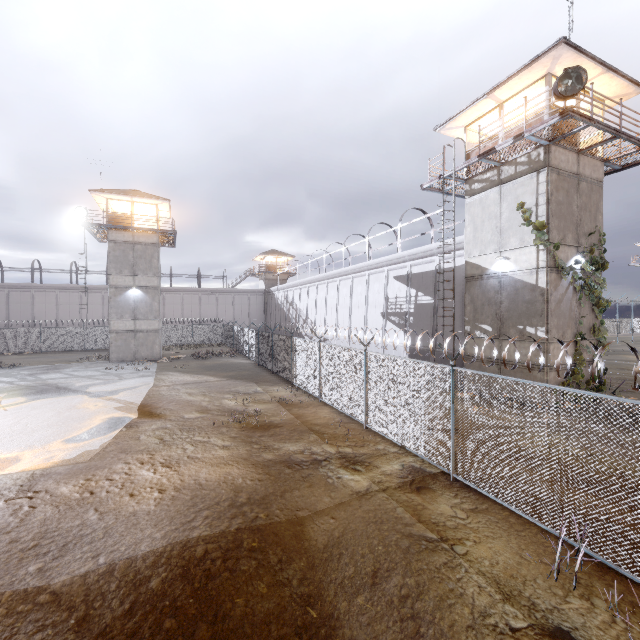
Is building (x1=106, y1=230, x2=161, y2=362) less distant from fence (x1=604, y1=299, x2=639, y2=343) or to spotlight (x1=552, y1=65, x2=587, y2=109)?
fence (x1=604, y1=299, x2=639, y2=343)

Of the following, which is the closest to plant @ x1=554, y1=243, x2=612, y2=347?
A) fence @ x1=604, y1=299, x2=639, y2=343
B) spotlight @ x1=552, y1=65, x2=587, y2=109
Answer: spotlight @ x1=552, y1=65, x2=587, y2=109

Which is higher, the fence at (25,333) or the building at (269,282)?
the building at (269,282)

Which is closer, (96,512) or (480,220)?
(96,512)

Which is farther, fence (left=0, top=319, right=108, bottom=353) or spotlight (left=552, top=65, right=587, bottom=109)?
fence (left=0, top=319, right=108, bottom=353)

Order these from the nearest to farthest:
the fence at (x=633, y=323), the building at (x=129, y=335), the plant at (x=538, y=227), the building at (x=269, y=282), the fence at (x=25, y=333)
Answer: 1. the plant at (x=538, y=227)
2. the building at (x=129, y=335)
3. the fence at (x=25, y=333)
4. the fence at (x=633, y=323)
5. the building at (x=269, y=282)

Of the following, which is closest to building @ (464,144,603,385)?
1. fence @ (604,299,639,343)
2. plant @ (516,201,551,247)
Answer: plant @ (516,201,551,247)

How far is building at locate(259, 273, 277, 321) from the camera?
53.00m
